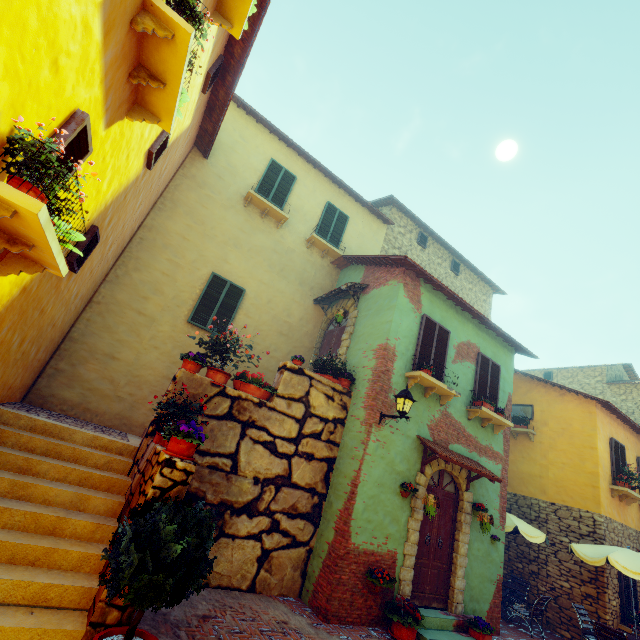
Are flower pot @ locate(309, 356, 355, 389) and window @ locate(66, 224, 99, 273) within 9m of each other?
yes

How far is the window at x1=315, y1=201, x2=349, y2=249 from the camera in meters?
12.0 m

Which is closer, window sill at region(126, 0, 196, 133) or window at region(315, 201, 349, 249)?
window sill at region(126, 0, 196, 133)

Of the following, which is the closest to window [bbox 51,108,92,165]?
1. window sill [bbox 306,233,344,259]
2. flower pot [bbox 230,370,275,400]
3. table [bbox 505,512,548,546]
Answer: flower pot [bbox 230,370,275,400]

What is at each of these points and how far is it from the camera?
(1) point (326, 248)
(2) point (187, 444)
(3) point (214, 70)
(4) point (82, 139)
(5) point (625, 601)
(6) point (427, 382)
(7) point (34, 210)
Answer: (1) window sill, 11.6 meters
(2) flower pot, 4.1 meters
(3) window, 6.9 meters
(4) window, 3.2 meters
(5) window, 9.7 meters
(6) window sill, 7.8 meters
(7) window sill, 2.3 meters

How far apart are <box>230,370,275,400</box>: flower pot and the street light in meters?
2.4 m

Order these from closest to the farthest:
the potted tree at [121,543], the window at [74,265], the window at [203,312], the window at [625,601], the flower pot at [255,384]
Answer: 1. the potted tree at [121,543]
2. the window at [74,265]
3. the flower pot at [255,384]
4. the window at [203,312]
5. the window at [625,601]

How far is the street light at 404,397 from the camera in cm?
671
